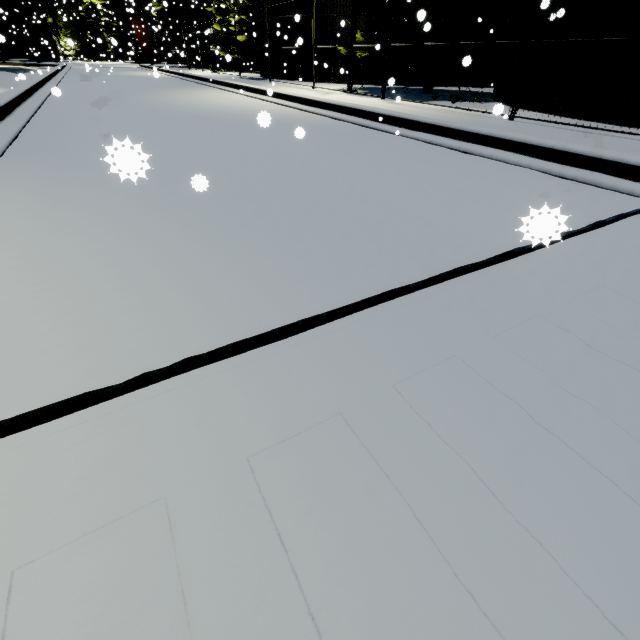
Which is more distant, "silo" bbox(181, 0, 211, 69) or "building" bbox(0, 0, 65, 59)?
"building" bbox(0, 0, 65, 59)

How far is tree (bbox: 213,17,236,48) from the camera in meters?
27.7 m

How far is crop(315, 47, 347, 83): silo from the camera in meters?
17.9 m

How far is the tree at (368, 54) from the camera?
12.8m

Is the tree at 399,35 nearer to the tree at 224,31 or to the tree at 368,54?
the tree at 368,54

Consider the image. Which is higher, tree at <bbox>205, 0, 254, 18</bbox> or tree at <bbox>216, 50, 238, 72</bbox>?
tree at <bbox>205, 0, 254, 18</bbox>

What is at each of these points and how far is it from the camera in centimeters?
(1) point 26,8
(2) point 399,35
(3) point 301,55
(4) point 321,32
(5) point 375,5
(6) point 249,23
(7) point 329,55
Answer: (1) building, 4441cm
(2) tree, 1273cm
(3) silo, 1894cm
(4) silo, 1770cm
(5) tree, 1167cm
(6) tree, 2703cm
(7) silo, 1811cm

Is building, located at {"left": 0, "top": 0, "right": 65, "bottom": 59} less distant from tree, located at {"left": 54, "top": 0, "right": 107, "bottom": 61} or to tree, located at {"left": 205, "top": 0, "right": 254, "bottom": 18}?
tree, located at {"left": 54, "top": 0, "right": 107, "bottom": 61}
